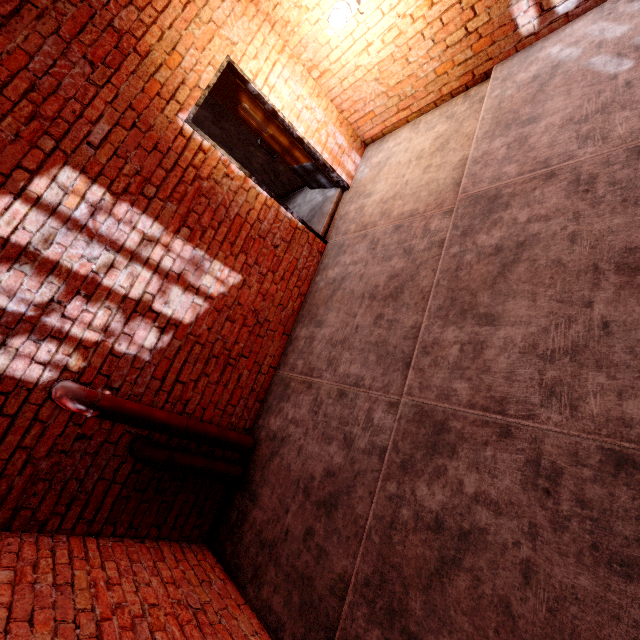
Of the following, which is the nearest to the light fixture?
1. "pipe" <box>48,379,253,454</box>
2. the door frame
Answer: the door frame

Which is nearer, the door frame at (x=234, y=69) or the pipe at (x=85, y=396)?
the pipe at (x=85, y=396)

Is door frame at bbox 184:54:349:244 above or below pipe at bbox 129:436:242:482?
above

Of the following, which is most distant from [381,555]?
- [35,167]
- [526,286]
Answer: [35,167]

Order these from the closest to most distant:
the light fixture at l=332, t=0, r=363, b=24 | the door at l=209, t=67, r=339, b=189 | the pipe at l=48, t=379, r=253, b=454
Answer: the pipe at l=48, t=379, r=253, b=454, the light fixture at l=332, t=0, r=363, b=24, the door at l=209, t=67, r=339, b=189

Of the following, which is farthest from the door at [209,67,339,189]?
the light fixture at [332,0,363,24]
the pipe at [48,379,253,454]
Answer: the pipe at [48,379,253,454]

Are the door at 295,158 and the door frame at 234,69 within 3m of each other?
yes

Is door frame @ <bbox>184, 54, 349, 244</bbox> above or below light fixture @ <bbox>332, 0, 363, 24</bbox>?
above
